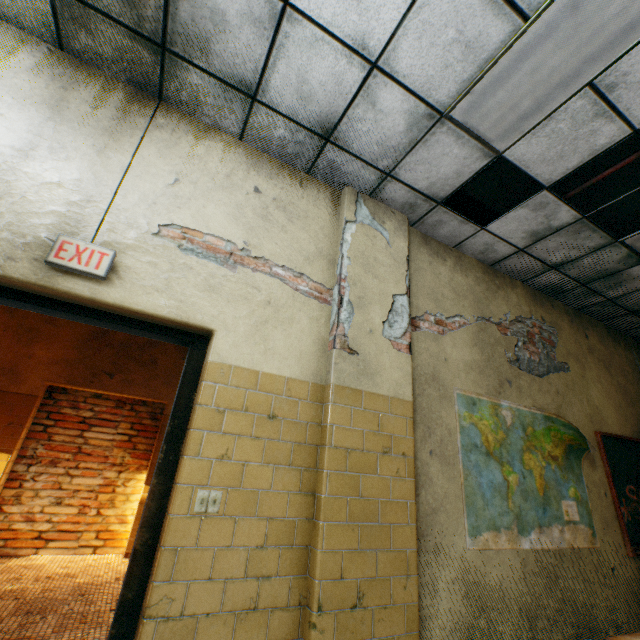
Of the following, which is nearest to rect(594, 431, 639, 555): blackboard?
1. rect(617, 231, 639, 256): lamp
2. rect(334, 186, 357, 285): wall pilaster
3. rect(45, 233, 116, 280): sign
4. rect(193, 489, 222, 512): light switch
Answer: rect(617, 231, 639, 256): lamp

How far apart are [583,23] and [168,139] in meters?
2.9

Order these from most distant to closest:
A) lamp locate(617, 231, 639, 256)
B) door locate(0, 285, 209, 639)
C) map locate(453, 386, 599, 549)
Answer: lamp locate(617, 231, 639, 256), map locate(453, 386, 599, 549), door locate(0, 285, 209, 639)

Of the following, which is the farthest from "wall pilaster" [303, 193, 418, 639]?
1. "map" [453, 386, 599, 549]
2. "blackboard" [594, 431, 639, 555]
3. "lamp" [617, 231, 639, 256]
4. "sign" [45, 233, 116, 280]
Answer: "blackboard" [594, 431, 639, 555]

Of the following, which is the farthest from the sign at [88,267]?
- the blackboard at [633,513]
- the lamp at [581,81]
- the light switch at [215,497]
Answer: the blackboard at [633,513]

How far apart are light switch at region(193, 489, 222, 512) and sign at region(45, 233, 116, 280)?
1.4m

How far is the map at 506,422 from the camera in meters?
2.8

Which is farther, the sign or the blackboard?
the blackboard
